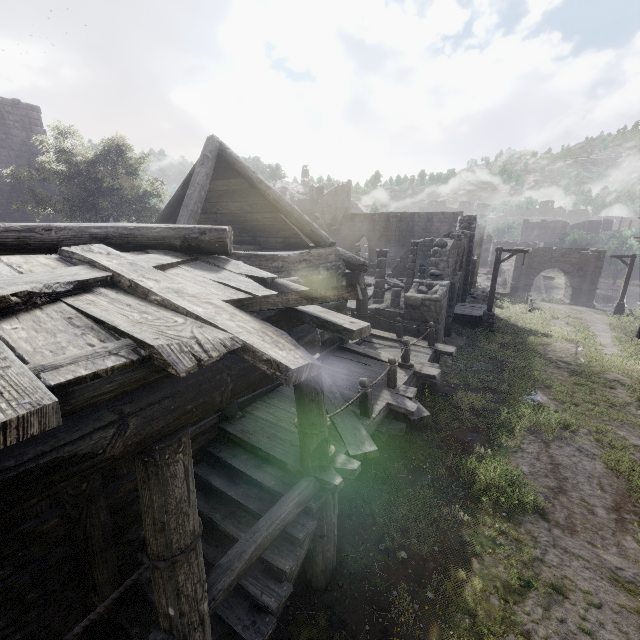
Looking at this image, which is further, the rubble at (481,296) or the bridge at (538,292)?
the bridge at (538,292)

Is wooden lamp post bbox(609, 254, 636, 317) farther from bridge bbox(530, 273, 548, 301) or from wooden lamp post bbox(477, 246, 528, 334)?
bridge bbox(530, 273, 548, 301)

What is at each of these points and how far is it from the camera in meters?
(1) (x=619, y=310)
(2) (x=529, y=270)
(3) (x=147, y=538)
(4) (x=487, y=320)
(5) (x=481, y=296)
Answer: (1) wooden lamp post, 24.5 m
(2) stone arch, 34.2 m
(3) building, 2.6 m
(4) wooden lamp post, 18.1 m
(5) rubble, 27.5 m

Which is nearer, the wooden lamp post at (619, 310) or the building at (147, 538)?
the building at (147, 538)

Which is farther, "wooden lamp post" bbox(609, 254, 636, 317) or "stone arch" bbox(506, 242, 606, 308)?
"stone arch" bbox(506, 242, 606, 308)

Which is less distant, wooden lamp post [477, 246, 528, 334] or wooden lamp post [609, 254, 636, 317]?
wooden lamp post [477, 246, 528, 334]

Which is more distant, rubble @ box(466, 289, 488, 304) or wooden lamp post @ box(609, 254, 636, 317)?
rubble @ box(466, 289, 488, 304)

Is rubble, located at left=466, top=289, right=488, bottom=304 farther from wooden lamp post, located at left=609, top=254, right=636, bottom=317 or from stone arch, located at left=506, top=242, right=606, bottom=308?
wooden lamp post, located at left=609, top=254, right=636, bottom=317
